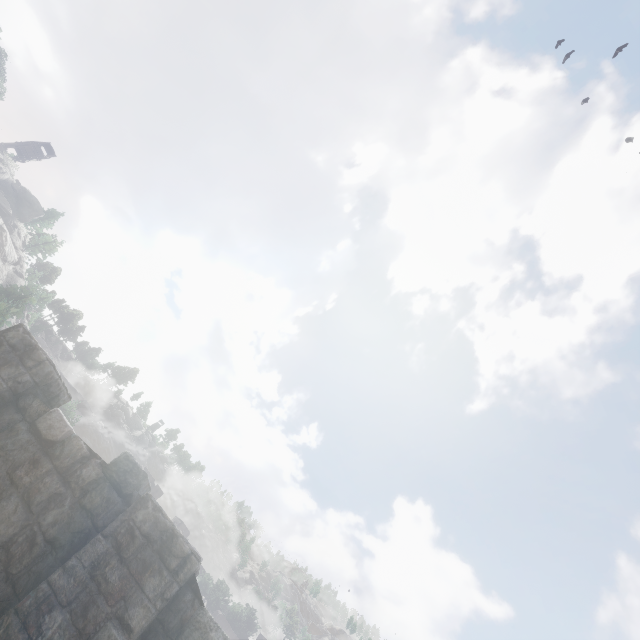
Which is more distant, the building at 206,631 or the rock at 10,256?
the rock at 10,256

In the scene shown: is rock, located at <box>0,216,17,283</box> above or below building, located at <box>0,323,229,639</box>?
above

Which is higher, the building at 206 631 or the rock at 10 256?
the rock at 10 256

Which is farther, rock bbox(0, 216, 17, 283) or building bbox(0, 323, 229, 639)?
rock bbox(0, 216, 17, 283)

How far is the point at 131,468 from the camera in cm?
532
